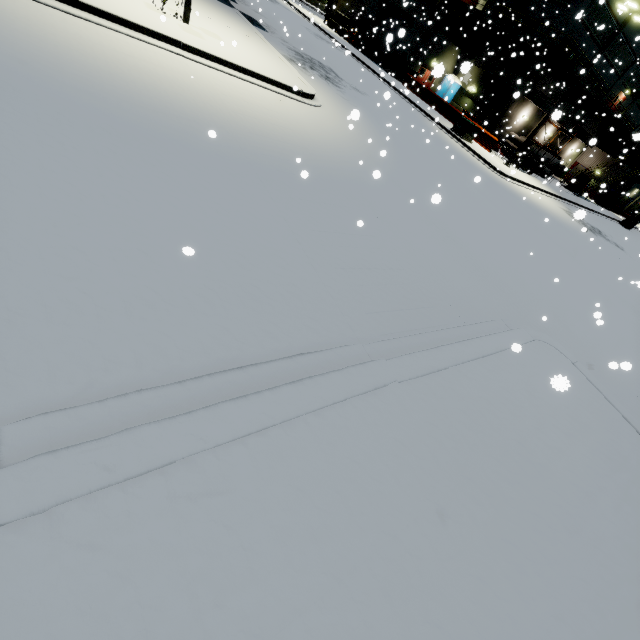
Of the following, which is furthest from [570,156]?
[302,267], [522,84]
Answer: [302,267]

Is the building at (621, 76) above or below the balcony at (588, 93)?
above

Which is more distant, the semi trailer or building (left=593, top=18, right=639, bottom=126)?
the semi trailer

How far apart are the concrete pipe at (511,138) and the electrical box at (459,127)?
13.69m

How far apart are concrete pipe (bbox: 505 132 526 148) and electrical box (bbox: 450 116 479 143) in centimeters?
1369cm

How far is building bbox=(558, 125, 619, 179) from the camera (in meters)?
43.98

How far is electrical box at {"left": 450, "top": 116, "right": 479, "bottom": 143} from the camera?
23.90m

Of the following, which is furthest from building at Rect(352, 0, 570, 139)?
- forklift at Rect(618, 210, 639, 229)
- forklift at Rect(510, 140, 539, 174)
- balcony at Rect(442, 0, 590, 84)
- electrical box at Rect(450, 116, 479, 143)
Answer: electrical box at Rect(450, 116, 479, 143)
